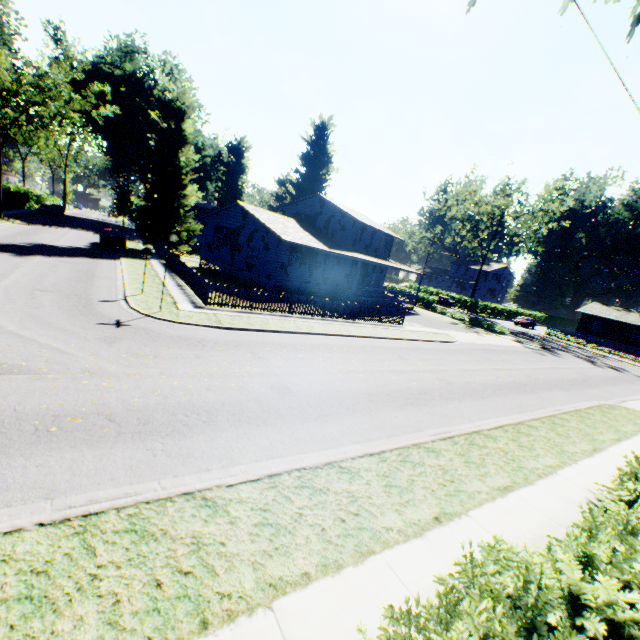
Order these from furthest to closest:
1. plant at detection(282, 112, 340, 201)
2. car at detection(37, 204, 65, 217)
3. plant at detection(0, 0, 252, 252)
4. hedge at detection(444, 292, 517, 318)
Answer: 1. hedge at detection(444, 292, 517, 318)
2. plant at detection(282, 112, 340, 201)
3. car at detection(37, 204, 65, 217)
4. plant at detection(0, 0, 252, 252)

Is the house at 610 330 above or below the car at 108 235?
above

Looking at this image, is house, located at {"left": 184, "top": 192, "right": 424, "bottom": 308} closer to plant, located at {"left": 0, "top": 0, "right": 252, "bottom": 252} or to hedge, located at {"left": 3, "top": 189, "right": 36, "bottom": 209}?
plant, located at {"left": 0, "top": 0, "right": 252, "bottom": 252}

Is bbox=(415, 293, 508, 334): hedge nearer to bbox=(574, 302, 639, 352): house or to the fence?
the fence

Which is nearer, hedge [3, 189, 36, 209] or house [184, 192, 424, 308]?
house [184, 192, 424, 308]

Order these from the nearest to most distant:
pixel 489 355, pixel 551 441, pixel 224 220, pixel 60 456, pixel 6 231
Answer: pixel 60 456, pixel 551 441, pixel 489 355, pixel 6 231, pixel 224 220

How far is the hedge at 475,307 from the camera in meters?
54.4 m

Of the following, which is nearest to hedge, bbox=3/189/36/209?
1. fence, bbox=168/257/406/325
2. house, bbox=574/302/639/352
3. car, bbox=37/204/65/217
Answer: car, bbox=37/204/65/217
